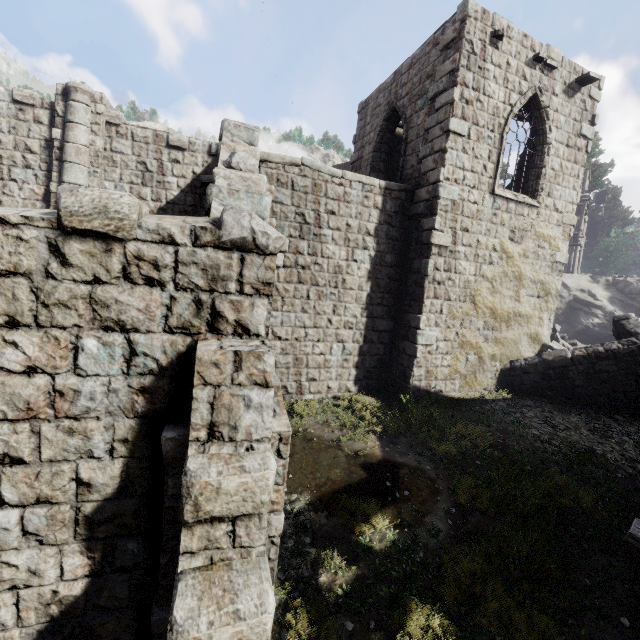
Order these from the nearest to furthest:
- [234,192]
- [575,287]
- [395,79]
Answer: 1. [234,192]
2. [395,79]
3. [575,287]

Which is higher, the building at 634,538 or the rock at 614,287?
the rock at 614,287

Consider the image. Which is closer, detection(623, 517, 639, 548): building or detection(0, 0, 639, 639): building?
detection(0, 0, 639, 639): building

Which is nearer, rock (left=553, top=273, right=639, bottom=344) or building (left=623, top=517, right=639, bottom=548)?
building (left=623, top=517, right=639, bottom=548)

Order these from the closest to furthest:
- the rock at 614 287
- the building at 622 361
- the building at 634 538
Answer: the building at 622 361 → the building at 634 538 → the rock at 614 287

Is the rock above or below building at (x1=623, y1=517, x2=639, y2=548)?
above

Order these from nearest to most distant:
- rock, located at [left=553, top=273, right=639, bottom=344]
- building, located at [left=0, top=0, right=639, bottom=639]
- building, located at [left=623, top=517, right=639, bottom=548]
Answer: building, located at [left=0, top=0, right=639, bottom=639] → building, located at [left=623, top=517, right=639, bottom=548] → rock, located at [left=553, top=273, right=639, bottom=344]
